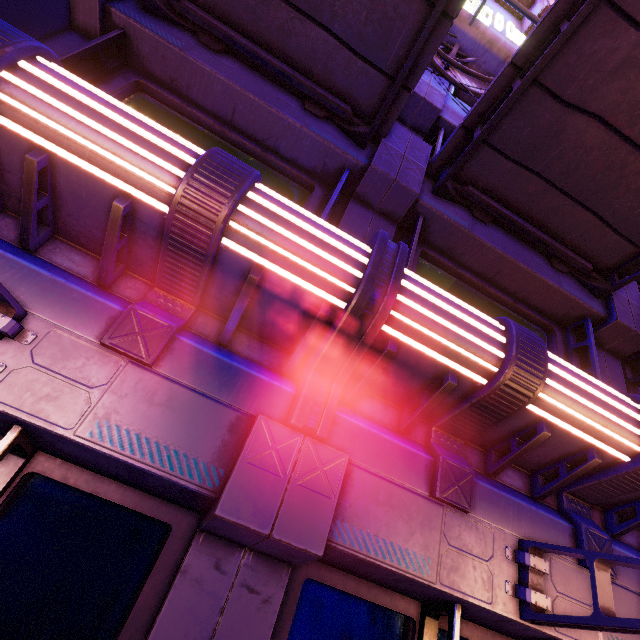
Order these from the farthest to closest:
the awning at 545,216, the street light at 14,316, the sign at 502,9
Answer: the sign at 502,9
the awning at 545,216
the street light at 14,316

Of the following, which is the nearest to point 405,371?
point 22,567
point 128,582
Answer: point 128,582

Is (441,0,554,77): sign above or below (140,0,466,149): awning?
above

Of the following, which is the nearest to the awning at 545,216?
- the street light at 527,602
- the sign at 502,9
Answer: the sign at 502,9

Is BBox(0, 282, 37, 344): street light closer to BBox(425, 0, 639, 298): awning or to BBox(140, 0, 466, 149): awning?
BBox(140, 0, 466, 149): awning

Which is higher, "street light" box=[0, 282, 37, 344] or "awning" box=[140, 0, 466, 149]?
"awning" box=[140, 0, 466, 149]

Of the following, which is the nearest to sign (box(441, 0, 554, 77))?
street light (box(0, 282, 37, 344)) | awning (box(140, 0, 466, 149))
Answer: awning (box(140, 0, 466, 149))

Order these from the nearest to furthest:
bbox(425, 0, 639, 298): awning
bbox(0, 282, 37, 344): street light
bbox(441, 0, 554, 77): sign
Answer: bbox(0, 282, 37, 344): street light
bbox(425, 0, 639, 298): awning
bbox(441, 0, 554, 77): sign
